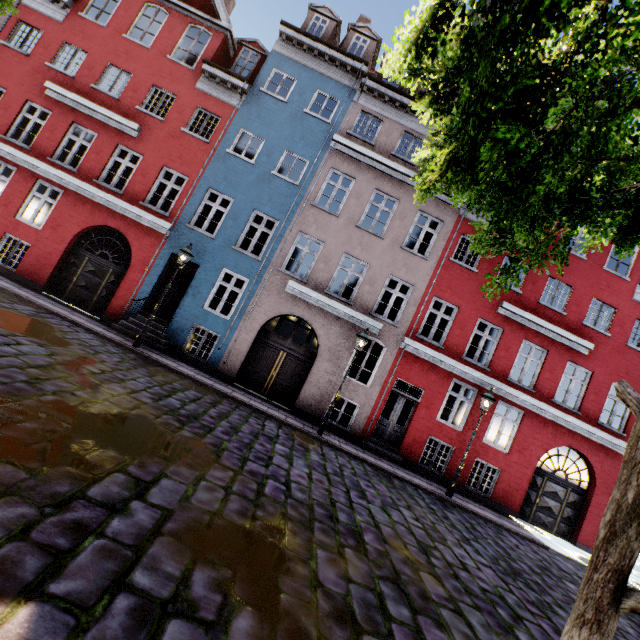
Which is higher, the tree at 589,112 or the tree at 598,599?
the tree at 589,112

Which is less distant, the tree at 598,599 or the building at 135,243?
the tree at 598,599

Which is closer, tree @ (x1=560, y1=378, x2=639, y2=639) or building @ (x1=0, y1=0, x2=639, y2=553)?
tree @ (x1=560, y1=378, x2=639, y2=639)

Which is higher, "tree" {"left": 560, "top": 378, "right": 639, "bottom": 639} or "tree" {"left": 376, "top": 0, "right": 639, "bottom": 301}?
"tree" {"left": 376, "top": 0, "right": 639, "bottom": 301}

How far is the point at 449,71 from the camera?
2.80m
